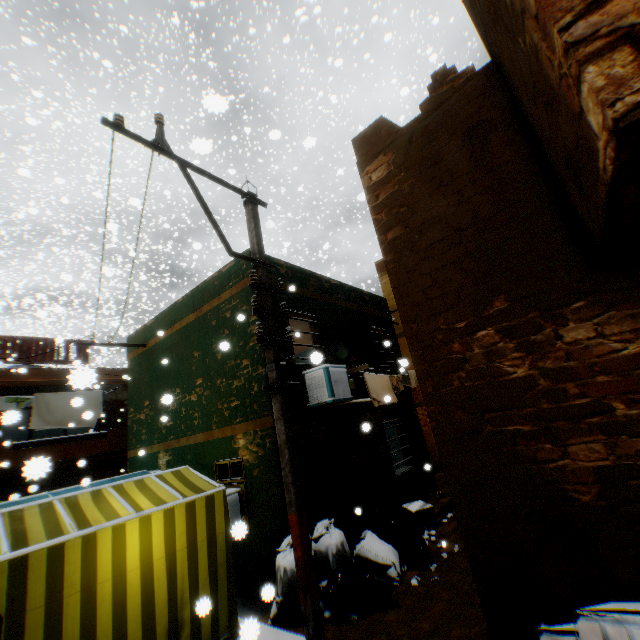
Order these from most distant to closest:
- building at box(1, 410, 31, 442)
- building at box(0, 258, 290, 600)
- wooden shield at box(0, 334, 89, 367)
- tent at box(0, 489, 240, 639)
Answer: wooden shield at box(0, 334, 89, 367) → building at box(0, 258, 290, 600) → building at box(1, 410, 31, 442) → tent at box(0, 489, 240, 639)

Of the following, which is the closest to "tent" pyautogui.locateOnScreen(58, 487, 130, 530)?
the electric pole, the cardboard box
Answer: the electric pole

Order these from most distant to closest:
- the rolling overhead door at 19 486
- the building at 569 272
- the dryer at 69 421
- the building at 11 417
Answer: the dryer at 69 421
the rolling overhead door at 19 486
the building at 11 417
the building at 569 272

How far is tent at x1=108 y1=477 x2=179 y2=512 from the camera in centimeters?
493cm

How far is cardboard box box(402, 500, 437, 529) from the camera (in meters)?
7.75

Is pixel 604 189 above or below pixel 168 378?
below

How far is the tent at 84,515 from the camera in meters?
4.4 m

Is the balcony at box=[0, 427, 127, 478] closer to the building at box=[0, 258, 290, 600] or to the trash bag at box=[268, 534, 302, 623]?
the building at box=[0, 258, 290, 600]
